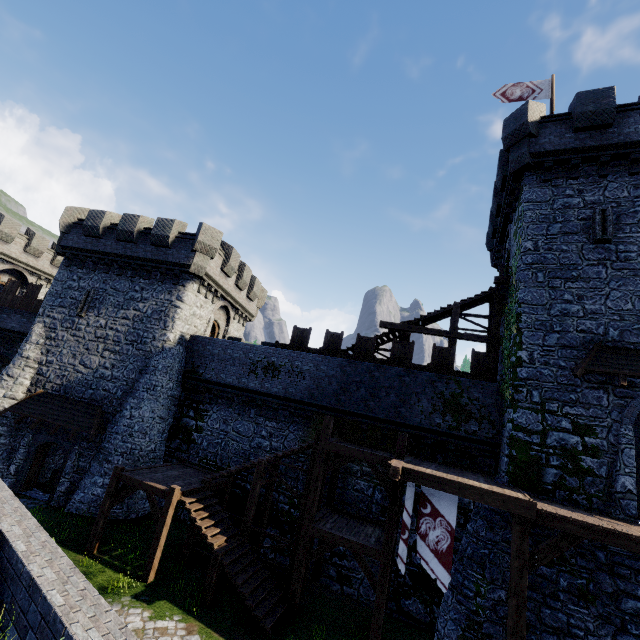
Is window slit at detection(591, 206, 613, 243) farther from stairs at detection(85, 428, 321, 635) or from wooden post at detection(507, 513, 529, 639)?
stairs at detection(85, 428, 321, 635)

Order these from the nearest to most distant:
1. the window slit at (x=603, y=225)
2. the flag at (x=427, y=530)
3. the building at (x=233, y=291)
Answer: the flag at (x=427, y=530), the window slit at (x=603, y=225), the building at (x=233, y=291)

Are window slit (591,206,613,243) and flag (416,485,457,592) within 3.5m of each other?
no

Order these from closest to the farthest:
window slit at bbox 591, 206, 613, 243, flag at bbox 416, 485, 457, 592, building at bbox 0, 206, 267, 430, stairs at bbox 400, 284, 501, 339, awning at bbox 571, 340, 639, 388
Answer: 1. flag at bbox 416, 485, 457, 592
2. awning at bbox 571, 340, 639, 388
3. window slit at bbox 591, 206, 613, 243
4. stairs at bbox 400, 284, 501, 339
5. building at bbox 0, 206, 267, 430

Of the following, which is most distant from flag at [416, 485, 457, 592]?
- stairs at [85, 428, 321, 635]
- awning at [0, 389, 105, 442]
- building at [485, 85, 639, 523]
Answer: awning at [0, 389, 105, 442]

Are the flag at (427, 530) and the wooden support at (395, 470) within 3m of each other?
yes

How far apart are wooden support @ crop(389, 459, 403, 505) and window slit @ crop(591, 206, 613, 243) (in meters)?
11.56

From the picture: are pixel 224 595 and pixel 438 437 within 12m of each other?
yes
